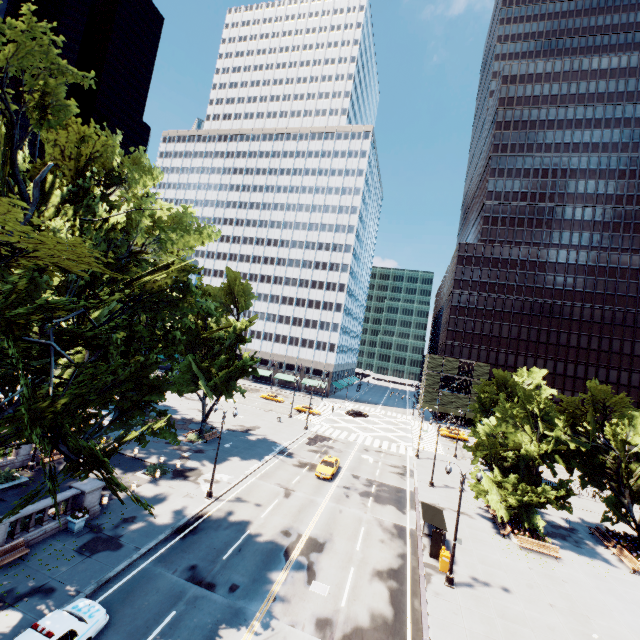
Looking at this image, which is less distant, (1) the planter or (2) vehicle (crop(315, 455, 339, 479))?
(1) the planter

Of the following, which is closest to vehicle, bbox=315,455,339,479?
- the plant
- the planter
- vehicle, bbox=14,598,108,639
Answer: the planter

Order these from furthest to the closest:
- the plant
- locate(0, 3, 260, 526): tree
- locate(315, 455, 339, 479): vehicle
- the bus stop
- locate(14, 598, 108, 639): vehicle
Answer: locate(315, 455, 339, 479): vehicle → the plant → the bus stop → locate(14, 598, 108, 639): vehicle → locate(0, 3, 260, 526): tree

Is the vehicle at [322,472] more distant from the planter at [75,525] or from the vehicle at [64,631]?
the vehicle at [64,631]

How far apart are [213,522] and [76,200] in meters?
22.0

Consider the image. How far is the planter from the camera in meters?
19.4 m

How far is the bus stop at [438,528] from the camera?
22.6m

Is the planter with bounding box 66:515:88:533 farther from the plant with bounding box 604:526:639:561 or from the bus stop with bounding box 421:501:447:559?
the plant with bounding box 604:526:639:561
